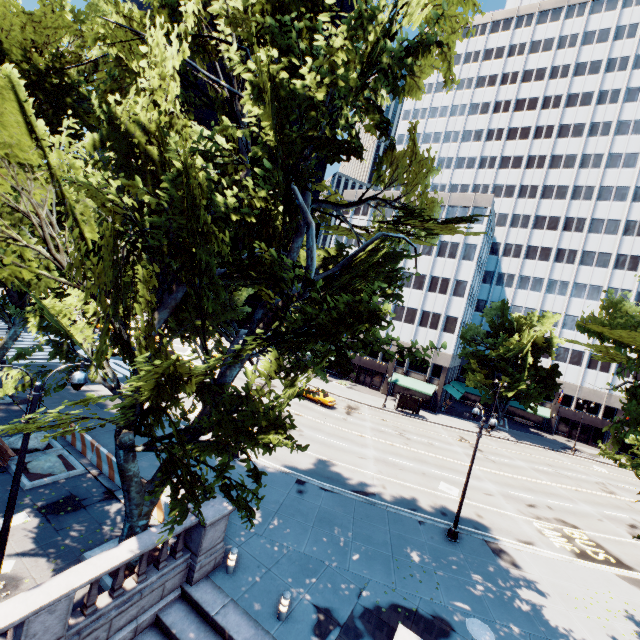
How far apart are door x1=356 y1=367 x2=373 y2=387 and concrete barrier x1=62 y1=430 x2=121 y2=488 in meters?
41.4

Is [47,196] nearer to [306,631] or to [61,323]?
[61,323]

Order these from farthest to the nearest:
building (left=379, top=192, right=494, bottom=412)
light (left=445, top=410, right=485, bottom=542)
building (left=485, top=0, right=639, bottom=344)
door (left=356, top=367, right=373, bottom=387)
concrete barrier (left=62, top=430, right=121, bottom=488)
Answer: door (left=356, top=367, right=373, bottom=387) → building (left=485, top=0, right=639, bottom=344) → building (left=379, top=192, right=494, bottom=412) → light (left=445, top=410, right=485, bottom=542) → concrete barrier (left=62, top=430, right=121, bottom=488)

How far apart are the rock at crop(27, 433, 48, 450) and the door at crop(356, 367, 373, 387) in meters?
42.7 m

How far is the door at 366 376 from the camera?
53.4 meters

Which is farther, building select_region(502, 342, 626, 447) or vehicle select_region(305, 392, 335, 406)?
building select_region(502, 342, 626, 447)

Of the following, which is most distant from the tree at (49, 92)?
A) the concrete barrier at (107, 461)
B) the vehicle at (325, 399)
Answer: the vehicle at (325, 399)

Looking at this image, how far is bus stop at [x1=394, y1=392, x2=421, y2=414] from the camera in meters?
42.9 m
